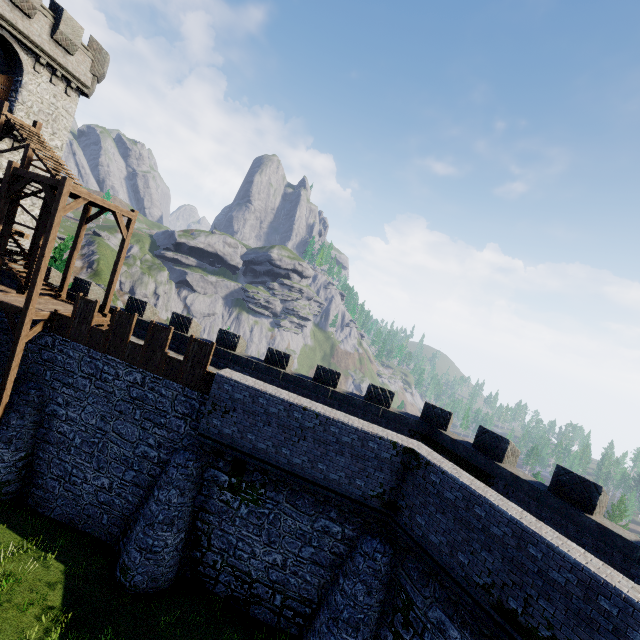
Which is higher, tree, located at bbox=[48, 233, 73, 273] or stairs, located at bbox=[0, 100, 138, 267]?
stairs, located at bbox=[0, 100, 138, 267]

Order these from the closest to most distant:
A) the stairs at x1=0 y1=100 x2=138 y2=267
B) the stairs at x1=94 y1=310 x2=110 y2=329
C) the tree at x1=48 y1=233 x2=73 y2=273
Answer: the stairs at x1=0 y1=100 x2=138 y2=267, the stairs at x1=94 y1=310 x2=110 y2=329, the tree at x1=48 y1=233 x2=73 y2=273

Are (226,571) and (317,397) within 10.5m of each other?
yes

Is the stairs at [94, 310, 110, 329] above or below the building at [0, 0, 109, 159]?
below

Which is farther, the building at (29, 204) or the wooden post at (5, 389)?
the building at (29, 204)

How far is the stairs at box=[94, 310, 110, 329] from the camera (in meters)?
16.84

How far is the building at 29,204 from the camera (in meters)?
21.28

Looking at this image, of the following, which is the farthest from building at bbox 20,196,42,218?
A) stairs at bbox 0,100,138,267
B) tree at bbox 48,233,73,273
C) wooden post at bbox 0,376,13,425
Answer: wooden post at bbox 0,376,13,425
